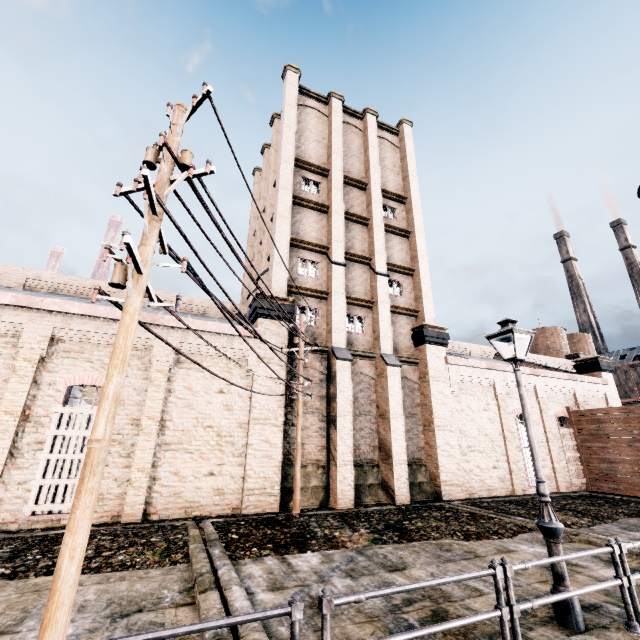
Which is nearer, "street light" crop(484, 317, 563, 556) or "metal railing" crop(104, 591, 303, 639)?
"metal railing" crop(104, 591, 303, 639)

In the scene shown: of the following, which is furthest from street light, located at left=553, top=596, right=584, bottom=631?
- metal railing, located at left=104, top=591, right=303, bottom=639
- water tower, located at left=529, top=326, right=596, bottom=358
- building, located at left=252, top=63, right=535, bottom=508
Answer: water tower, located at left=529, top=326, right=596, bottom=358

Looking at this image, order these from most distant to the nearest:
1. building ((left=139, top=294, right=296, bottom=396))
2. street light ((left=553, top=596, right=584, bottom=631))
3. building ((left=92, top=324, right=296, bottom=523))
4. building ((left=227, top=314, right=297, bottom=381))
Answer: building ((left=227, top=314, right=297, bottom=381)) < building ((left=139, top=294, right=296, bottom=396)) < building ((left=92, top=324, right=296, bottom=523)) < street light ((left=553, top=596, right=584, bottom=631))

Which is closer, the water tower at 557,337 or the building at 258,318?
the building at 258,318

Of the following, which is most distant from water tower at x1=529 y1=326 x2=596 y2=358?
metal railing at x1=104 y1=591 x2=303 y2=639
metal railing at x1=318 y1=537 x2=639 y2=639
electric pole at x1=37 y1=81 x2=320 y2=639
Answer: metal railing at x1=104 y1=591 x2=303 y2=639

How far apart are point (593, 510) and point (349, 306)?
15.9 meters

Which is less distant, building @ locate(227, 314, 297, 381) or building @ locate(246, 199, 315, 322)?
building @ locate(227, 314, 297, 381)

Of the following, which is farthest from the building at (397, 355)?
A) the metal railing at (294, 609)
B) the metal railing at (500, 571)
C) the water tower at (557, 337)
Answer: the metal railing at (500, 571)
